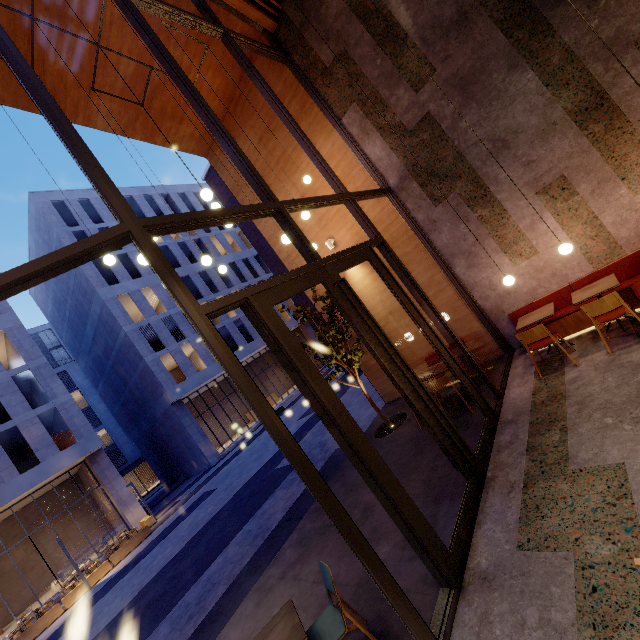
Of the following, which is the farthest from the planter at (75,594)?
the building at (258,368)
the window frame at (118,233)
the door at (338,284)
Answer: the door at (338,284)

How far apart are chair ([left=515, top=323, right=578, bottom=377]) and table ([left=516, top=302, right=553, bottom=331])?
0.3 meters

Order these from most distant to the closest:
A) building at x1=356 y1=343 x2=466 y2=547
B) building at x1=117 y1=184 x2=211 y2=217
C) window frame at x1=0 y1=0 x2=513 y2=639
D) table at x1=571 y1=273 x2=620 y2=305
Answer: building at x1=117 y1=184 x2=211 y2=217
table at x1=571 y1=273 x2=620 y2=305
building at x1=356 y1=343 x2=466 y2=547
window frame at x1=0 y1=0 x2=513 y2=639

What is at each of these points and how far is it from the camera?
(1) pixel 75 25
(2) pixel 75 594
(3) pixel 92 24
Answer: (1) building, 6.3 meters
(2) planter, 14.9 meters
(3) building, 6.4 meters

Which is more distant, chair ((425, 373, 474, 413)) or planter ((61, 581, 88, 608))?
planter ((61, 581, 88, 608))

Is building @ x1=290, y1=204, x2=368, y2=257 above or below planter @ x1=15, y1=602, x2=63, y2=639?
above

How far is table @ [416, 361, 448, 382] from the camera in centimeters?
659cm

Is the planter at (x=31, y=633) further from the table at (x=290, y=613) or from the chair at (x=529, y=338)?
the chair at (x=529, y=338)
